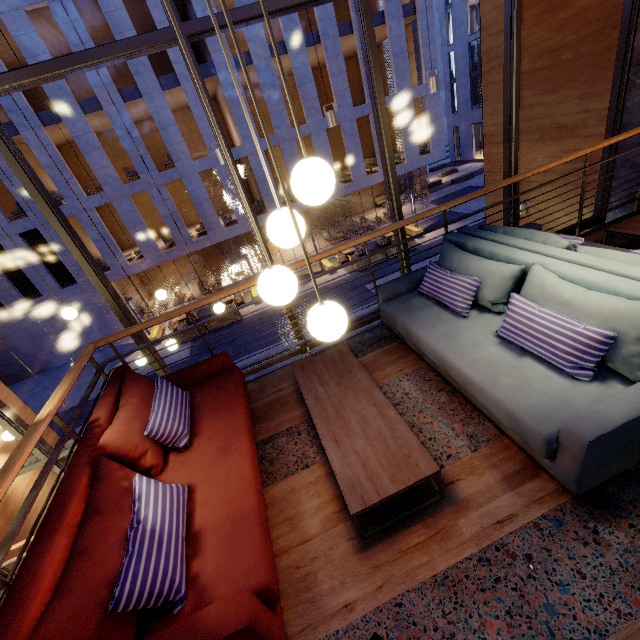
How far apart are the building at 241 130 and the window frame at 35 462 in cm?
1676

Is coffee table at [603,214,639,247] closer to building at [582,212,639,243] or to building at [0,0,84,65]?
building at [582,212,639,243]

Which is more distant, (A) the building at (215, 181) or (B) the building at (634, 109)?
(A) the building at (215, 181)

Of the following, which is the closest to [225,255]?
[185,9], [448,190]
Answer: [185,9]

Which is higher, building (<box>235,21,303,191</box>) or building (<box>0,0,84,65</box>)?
building (<box>0,0,84,65</box>)

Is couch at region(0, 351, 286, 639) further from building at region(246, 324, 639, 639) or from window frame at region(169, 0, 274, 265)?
window frame at region(169, 0, 274, 265)

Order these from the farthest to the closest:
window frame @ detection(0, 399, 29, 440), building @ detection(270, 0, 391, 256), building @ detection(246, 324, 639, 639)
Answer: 1. building @ detection(270, 0, 391, 256)
2. window frame @ detection(0, 399, 29, 440)
3. building @ detection(246, 324, 639, 639)

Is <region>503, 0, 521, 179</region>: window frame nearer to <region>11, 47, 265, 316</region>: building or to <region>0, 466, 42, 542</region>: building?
<region>0, 466, 42, 542</region>: building
